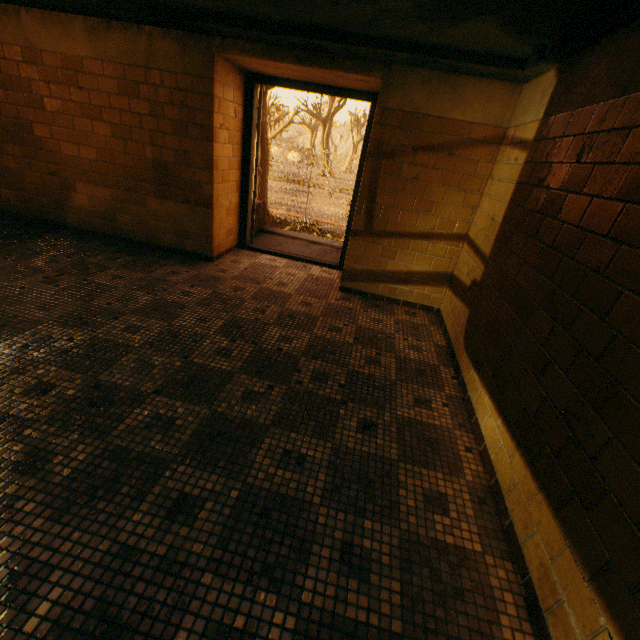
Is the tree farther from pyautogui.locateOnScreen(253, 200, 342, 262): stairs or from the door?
the door

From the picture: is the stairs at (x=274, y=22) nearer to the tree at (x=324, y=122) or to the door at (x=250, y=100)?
the door at (x=250, y=100)

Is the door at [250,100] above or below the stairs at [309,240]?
above

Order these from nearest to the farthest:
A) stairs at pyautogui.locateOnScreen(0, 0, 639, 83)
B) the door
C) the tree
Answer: stairs at pyautogui.locateOnScreen(0, 0, 639, 83) < the door < the tree

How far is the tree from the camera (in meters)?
10.70

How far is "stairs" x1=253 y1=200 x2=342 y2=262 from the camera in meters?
5.5 m

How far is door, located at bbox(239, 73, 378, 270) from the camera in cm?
387

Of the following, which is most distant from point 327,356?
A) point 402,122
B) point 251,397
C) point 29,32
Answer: point 29,32
